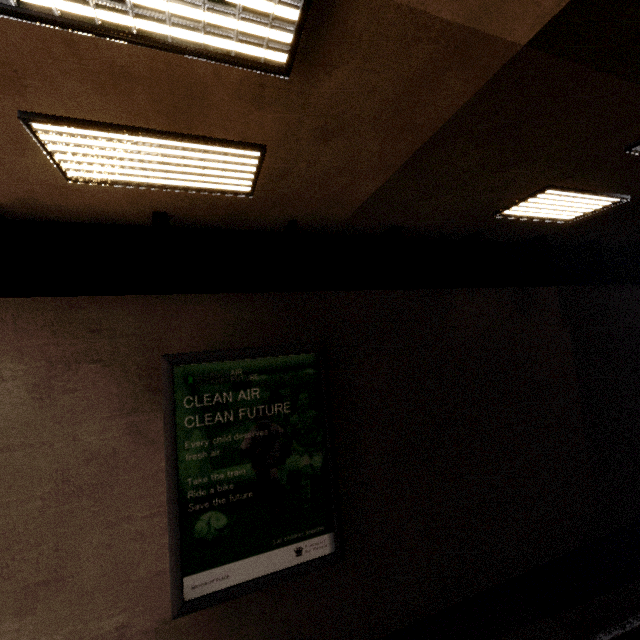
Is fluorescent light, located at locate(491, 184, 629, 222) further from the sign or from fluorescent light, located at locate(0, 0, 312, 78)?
fluorescent light, located at locate(0, 0, 312, 78)

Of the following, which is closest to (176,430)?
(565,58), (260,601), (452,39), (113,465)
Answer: (113,465)

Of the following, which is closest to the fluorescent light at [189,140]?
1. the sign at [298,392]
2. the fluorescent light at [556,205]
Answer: the sign at [298,392]

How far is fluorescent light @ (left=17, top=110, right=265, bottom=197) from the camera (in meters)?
2.78

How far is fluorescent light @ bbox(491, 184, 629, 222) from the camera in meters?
4.9 m

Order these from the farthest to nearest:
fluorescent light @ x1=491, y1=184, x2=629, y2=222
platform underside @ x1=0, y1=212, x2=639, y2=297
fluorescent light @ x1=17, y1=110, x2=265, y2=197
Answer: fluorescent light @ x1=491, y1=184, x2=629, y2=222, platform underside @ x1=0, y1=212, x2=639, y2=297, fluorescent light @ x1=17, y1=110, x2=265, y2=197

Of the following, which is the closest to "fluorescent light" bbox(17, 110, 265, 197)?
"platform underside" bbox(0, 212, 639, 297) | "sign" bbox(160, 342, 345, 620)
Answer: "platform underside" bbox(0, 212, 639, 297)

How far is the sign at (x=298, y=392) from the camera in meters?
4.5
